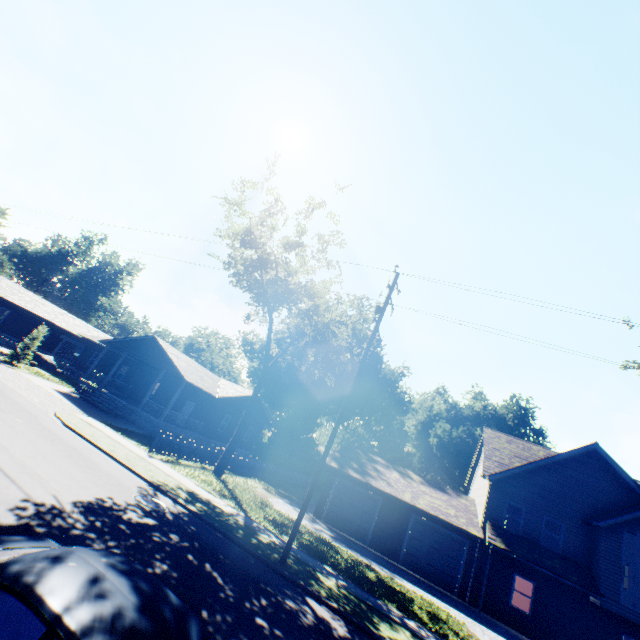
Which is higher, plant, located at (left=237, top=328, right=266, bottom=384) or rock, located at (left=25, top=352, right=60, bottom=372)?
plant, located at (left=237, top=328, right=266, bottom=384)

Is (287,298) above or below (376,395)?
below

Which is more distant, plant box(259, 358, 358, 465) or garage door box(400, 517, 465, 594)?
plant box(259, 358, 358, 465)

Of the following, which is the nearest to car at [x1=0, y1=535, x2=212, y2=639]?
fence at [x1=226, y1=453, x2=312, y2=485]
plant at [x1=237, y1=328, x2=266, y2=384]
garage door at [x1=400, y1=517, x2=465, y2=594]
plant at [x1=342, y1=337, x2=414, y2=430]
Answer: fence at [x1=226, y1=453, x2=312, y2=485]

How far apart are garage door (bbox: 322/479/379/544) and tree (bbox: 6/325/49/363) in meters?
26.6 m

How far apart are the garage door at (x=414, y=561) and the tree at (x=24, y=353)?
31.92m

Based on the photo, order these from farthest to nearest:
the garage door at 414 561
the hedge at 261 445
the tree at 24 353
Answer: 1. the hedge at 261 445
2. the tree at 24 353
3. the garage door at 414 561

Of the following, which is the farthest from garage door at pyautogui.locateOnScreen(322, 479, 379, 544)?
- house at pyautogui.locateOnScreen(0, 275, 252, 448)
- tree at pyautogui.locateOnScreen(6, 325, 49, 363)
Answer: tree at pyautogui.locateOnScreen(6, 325, 49, 363)
